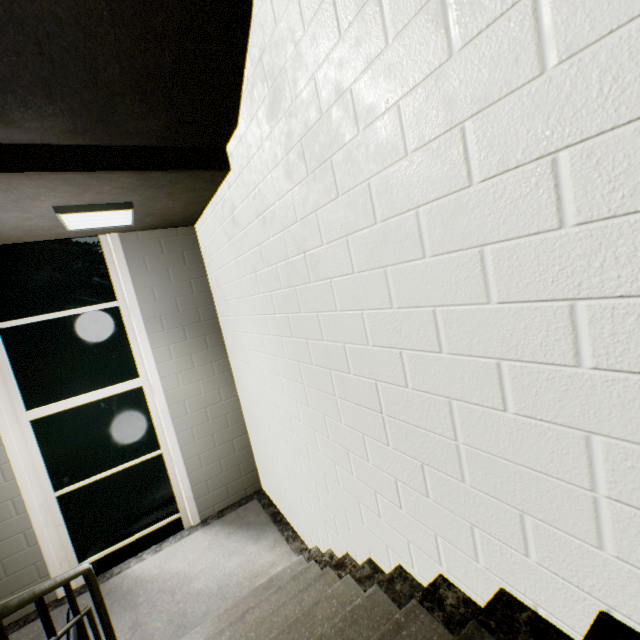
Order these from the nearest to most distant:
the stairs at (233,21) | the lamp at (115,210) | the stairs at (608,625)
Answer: the stairs at (608,625), the stairs at (233,21), the lamp at (115,210)

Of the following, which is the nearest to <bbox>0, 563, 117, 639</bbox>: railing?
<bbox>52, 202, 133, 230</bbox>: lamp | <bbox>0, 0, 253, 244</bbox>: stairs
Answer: <bbox>0, 0, 253, 244</bbox>: stairs

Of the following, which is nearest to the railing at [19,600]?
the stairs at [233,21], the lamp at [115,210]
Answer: the stairs at [233,21]

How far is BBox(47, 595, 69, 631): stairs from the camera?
2.8m

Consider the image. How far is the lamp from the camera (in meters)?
2.37

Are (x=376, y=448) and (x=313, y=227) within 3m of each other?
yes

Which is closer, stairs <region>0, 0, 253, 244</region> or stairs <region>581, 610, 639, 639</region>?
stairs <region>581, 610, 639, 639</region>
